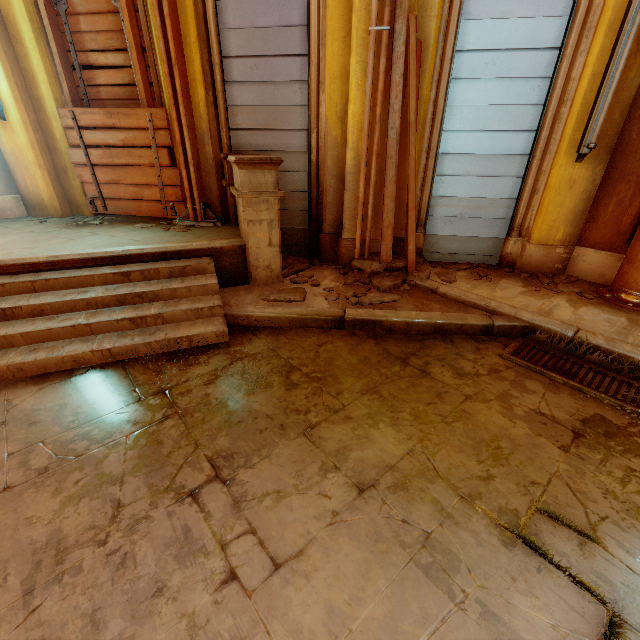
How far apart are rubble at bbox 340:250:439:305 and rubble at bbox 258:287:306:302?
0.27m

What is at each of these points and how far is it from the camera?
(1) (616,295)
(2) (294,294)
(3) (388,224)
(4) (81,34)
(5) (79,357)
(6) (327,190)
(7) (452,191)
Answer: (1) pipe, 3.8 meters
(2) rubble, 3.9 meters
(3) wood, 4.3 meters
(4) wood, 4.4 meters
(5) stairs, 2.9 meters
(6) column, 4.6 meters
(7) shutter, 4.6 meters

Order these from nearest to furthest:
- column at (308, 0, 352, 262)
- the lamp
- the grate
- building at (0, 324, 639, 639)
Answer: building at (0, 324, 639, 639)
the grate
the lamp
column at (308, 0, 352, 262)

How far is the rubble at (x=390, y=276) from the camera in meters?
3.9 m

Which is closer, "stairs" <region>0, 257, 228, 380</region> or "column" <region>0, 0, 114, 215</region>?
"stairs" <region>0, 257, 228, 380</region>

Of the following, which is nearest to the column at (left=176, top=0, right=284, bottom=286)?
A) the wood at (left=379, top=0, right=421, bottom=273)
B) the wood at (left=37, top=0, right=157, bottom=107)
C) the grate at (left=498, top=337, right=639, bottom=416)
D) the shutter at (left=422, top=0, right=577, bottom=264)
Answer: the wood at (left=37, top=0, right=157, bottom=107)

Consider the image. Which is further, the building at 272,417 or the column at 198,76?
the column at 198,76
